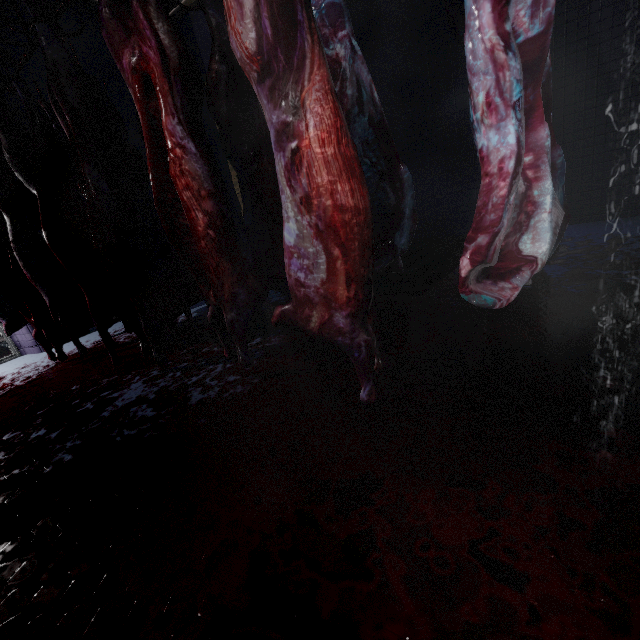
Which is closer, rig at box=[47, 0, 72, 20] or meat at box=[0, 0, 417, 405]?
meat at box=[0, 0, 417, 405]

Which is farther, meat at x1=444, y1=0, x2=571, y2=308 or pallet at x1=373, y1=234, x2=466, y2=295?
pallet at x1=373, y1=234, x2=466, y2=295

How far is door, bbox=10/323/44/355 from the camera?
3.8m

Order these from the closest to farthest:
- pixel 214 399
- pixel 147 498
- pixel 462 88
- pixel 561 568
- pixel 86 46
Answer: pixel 561 568
pixel 147 498
pixel 214 399
pixel 462 88
pixel 86 46

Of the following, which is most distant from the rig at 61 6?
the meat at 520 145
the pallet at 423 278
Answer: the pallet at 423 278

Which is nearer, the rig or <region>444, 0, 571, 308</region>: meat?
<region>444, 0, 571, 308</region>: meat

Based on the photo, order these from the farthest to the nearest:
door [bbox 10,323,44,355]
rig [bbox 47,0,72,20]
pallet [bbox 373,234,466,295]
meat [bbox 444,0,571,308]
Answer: door [bbox 10,323,44,355] < pallet [bbox 373,234,466,295] < rig [bbox 47,0,72,20] < meat [bbox 444,0,571,308]

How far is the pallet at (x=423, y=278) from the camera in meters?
2.7 m
